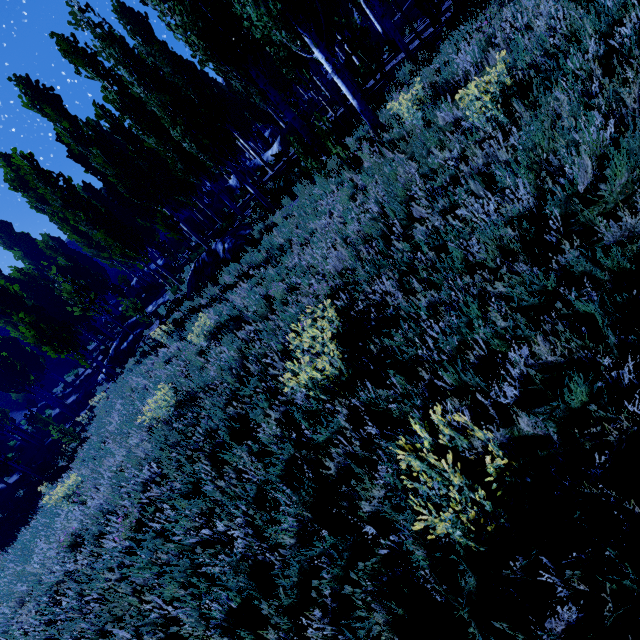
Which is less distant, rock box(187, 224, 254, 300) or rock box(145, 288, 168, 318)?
rock box(187, 224, 254, 300)

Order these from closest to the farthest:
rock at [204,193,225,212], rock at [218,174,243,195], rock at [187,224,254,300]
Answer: rock at [187,224,254,300]
rock at [218,174,243,195]
rock at [204,193,225,212]

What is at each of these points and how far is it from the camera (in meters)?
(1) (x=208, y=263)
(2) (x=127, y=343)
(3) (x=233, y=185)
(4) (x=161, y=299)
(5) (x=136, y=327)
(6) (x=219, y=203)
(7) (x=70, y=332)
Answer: (1) rock, 12.56
(2) rock, 18.41
(3) rock, 26.83
(4) rock, 19.73
(5) rock, 19.14
(6) rock, 28.83
(7) instancedfoliageactor, 15.95

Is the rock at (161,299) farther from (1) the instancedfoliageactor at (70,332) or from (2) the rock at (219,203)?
(2) the rock at (219,203)

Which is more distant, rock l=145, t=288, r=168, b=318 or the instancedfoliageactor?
rock l=145, t=288, r=168, b=318

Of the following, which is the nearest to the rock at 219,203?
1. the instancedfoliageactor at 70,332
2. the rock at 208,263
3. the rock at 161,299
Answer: the instancedfoliageactor at 70,332

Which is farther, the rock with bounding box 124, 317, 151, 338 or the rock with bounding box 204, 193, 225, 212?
the rock with bounding box 204, 193, 225, 212

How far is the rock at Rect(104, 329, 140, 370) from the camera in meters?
18.3
